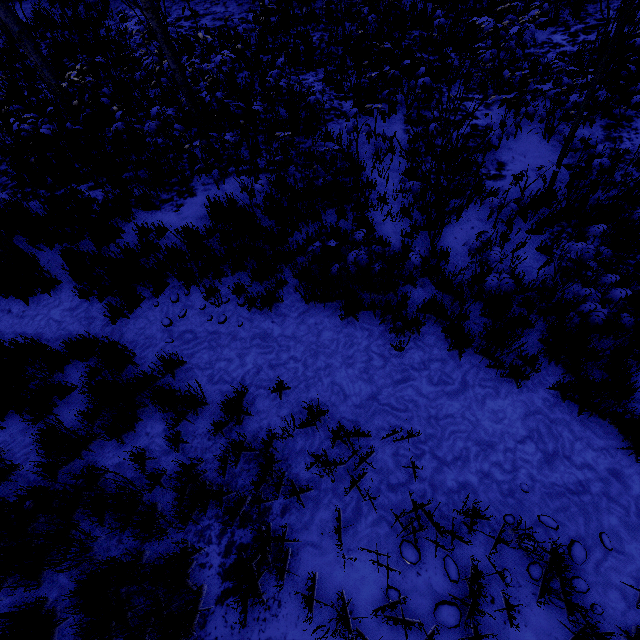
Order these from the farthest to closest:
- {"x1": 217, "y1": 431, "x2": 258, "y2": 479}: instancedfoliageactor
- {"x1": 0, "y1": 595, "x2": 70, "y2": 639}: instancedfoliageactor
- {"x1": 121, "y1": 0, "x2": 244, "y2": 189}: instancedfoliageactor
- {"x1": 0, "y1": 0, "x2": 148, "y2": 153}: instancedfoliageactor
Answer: {"x1": 0, "y1": 0, "x2": 148, "y2": 153}: instancedfoliageactor, {"x1": 121, "y1": 0, "x2": 244, "y2": 189}: instancedfoliageactor, {"x1": 217, "y1": 431, "x2": 258, "y2": 479}: instancedfoliageactor, {"x1": 0, "y1": 595, "x2": 70, "y2": 639}: instancedfoliageactor

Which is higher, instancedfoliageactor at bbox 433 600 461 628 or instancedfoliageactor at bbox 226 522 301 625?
instancedfoliageactor at bbox 226 522 301 625

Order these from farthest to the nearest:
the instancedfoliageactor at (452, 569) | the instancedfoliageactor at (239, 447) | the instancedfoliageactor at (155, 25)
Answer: the instancedfoliageactor at (155, 25)
the instancedfoliageactor at (239, 447)
the instancedfoliageactor at (452, 569)

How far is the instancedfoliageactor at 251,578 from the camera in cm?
279

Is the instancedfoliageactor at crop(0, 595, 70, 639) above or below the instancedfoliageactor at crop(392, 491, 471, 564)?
above

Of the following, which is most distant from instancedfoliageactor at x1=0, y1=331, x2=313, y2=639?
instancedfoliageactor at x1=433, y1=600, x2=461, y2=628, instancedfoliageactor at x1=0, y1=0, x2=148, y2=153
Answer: instancedfoliageactor at x1=433, y1=600, x2=461, y2=628

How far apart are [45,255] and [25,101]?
6.73m

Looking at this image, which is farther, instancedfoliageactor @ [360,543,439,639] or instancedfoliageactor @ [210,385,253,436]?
instancedfoliageactor @ [210,385,253,436]
